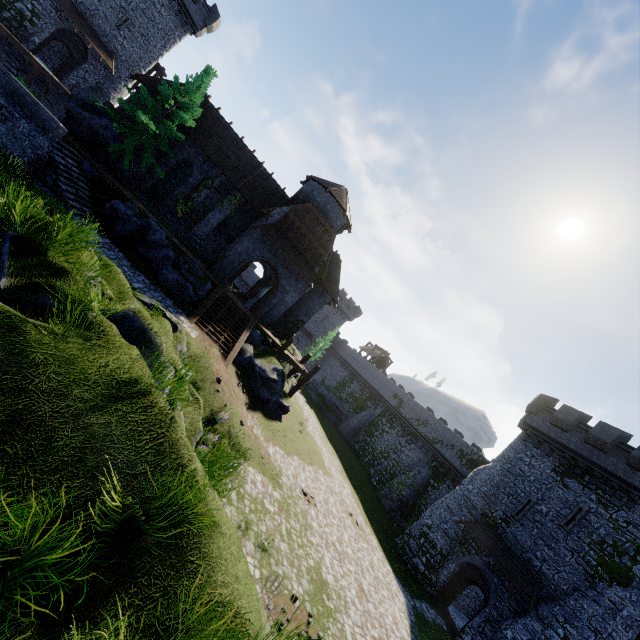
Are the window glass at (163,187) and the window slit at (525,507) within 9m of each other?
no

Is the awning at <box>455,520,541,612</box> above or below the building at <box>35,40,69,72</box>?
below

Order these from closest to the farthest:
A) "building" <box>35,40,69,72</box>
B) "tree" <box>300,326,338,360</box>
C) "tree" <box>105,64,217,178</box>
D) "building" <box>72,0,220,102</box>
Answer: "tree" <box>105,64,217,178</box> → "building" <box>72,0,220,102</box> → "building" <box>35,40,69,72</box> → "tree" <box>300,326,338,360</box>

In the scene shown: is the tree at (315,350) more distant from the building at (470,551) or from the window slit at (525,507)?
the window slit at (525,507)

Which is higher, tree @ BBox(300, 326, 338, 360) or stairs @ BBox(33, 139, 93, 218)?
tree @ BBox(300, 326, 338, 360)

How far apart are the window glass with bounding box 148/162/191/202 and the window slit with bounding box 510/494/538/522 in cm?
3402

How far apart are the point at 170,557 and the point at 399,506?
33.1m

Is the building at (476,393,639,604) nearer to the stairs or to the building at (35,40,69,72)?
the stairs
